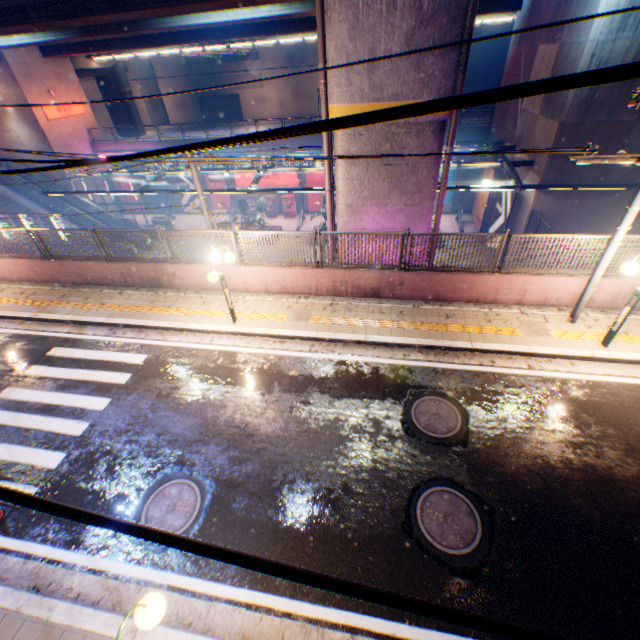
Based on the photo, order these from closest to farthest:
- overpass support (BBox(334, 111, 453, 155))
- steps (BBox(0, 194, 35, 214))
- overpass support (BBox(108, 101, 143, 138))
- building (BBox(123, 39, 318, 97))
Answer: overpass support (BBox(334, 111, 453, 155)) < steps (BBox(0, 194, 35, 214)) < overpass support (BBox(108, 101, 143, 138)) < building (BBox(123, 39, 318, 97))

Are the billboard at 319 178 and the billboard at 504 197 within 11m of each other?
no

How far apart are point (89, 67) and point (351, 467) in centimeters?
4506cm

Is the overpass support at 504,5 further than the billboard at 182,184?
No

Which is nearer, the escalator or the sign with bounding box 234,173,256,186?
the escalator

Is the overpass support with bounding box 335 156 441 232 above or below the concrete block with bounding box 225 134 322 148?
above

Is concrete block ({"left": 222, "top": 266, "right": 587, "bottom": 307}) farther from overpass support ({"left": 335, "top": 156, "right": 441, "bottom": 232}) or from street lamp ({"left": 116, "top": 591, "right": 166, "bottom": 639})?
street lamp ({"left": 116, "top": 591, "right": 166, "bottom": 639})

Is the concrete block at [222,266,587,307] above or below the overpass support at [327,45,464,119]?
below
